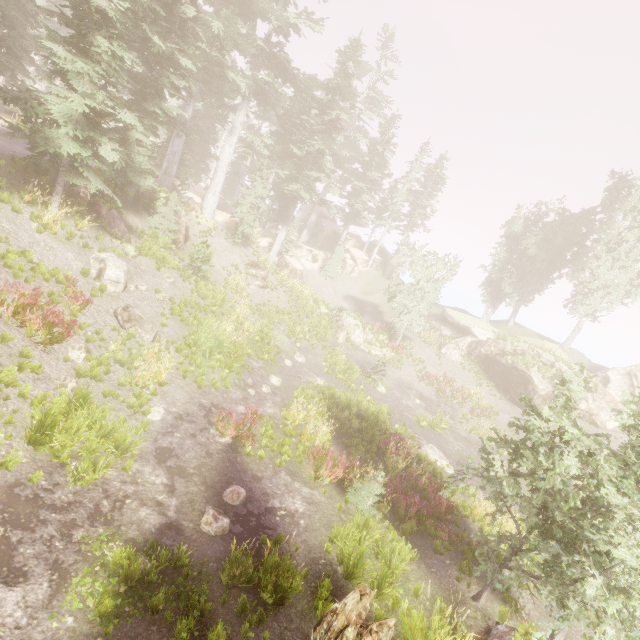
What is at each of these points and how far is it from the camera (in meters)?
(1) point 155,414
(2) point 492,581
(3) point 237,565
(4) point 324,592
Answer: (1) instancedfoliageactor, 9.91
(2) instancedfoliageactor, 8.12
(3) instancedfoliageactor, 6.54
(4) instancedfoliageactor, 6.61

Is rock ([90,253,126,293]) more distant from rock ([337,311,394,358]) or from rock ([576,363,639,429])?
rock ([576,363,639,429])

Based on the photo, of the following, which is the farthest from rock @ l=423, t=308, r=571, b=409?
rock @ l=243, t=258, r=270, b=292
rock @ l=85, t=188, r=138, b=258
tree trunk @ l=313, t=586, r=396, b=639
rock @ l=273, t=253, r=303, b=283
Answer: rock @ l=85, t=188, r=138, b=258

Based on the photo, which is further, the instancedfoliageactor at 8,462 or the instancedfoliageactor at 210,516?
the instancedfoliageactor at 210,516

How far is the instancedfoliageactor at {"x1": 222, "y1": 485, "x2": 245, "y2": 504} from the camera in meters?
8.4

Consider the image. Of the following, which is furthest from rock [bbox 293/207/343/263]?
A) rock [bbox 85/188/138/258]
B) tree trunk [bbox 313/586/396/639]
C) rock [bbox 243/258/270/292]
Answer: tree trunk [bbox 313/586/396/639]

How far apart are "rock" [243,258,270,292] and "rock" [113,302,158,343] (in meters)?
13.32

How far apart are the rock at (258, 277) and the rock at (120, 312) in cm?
1332
